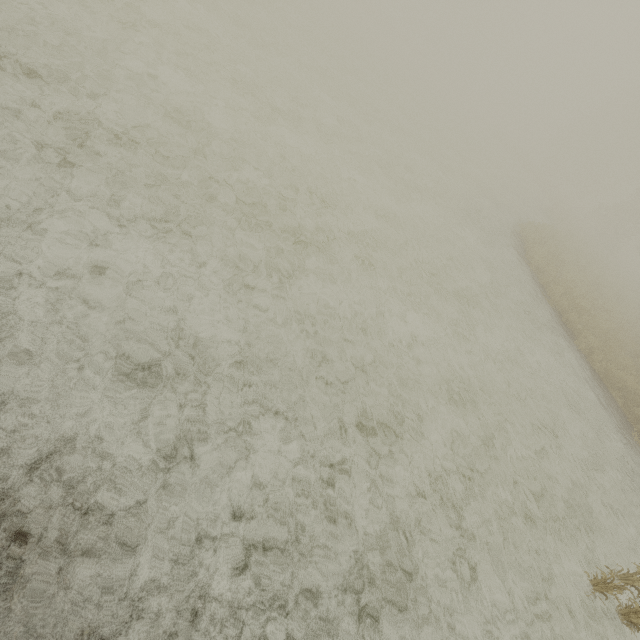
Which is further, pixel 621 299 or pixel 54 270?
pixel 621 299
